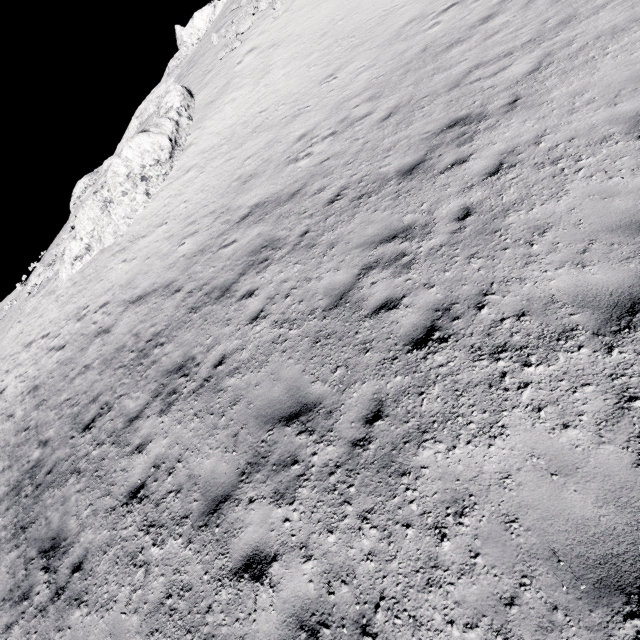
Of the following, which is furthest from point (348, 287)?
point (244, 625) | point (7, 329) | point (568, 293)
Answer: point (7, 329)
